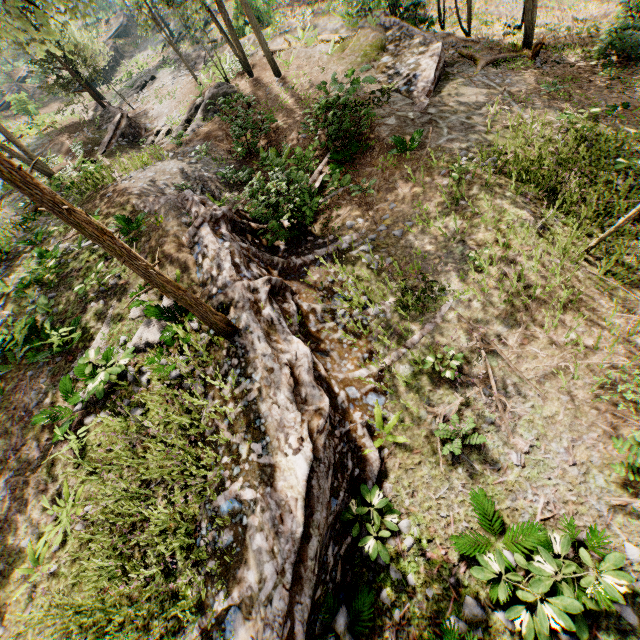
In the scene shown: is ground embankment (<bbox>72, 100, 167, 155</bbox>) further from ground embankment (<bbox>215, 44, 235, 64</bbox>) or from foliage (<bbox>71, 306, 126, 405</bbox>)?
ground embankment (<bbox>215, 44, 235, 64</bbox>)

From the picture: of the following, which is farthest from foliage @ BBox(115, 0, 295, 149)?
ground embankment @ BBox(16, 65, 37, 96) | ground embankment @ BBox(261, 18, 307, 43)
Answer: ground embankment @ BBox(16, 65, 37, 96)

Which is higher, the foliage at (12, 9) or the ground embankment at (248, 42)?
the foliage at (12, 9)

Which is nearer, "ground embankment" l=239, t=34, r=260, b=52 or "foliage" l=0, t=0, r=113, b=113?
"foliage" l=0, t=0, r=113, b=113

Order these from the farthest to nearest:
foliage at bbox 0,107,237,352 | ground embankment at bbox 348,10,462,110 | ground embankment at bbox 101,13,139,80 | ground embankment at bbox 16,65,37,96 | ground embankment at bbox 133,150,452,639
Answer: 1. ground embankment at bbox 16,65,37,96
2. ground embankment at bbox 101,13,139,80
3. ground embankment at bbox 348,10,462,110
4. ground embankment at bbox 133,150,452,639
5. foliage at bbox 0,107,237,352

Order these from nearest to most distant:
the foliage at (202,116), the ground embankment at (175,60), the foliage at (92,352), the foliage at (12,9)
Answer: the foliage at (12,9)
the foliage at (92,352)
the foliage at (202,116)
the ground embankment at (175,60)

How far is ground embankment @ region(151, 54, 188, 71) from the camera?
26.68m

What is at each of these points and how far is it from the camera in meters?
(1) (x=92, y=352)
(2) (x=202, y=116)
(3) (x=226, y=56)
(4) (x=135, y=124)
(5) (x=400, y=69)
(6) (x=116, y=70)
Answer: (1) foliage, 7.9
(2) foliage, 18.5
(3) ground embankment, 24.1
(4) ground embankment, 22.1
(5) ground embankment, 14.9
(6) ground embankment, 41.5
